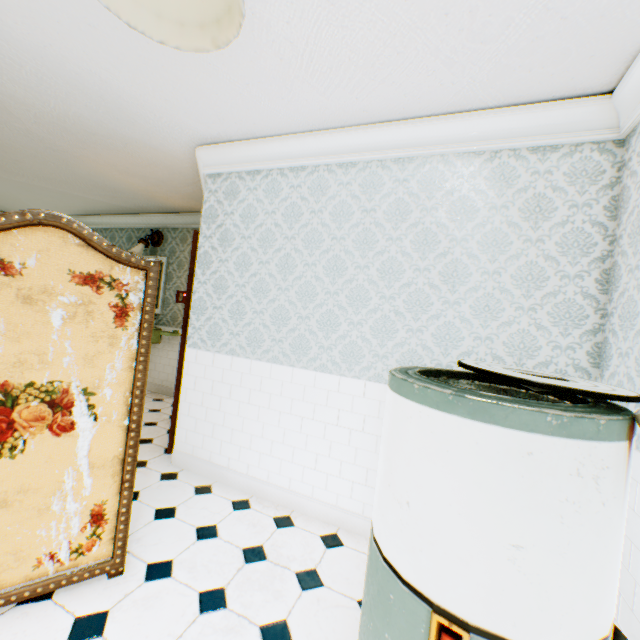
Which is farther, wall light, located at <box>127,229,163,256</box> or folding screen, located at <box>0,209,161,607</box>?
wall light, located at <box>127,229,163,256</box>

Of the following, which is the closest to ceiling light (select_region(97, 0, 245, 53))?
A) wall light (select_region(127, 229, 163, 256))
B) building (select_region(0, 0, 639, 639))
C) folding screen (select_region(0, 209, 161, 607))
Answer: building (select_region(0, 0, 639, 639))

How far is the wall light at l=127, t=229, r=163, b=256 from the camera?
5.5 meters

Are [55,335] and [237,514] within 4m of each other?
yes

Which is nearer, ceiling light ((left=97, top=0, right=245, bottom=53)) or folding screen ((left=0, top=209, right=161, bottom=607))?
ceiling light ((left=97, top=0, right=245, bottom=53))

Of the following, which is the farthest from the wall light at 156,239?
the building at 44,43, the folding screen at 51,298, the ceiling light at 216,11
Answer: the ceiling light at 216,11

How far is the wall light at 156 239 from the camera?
5.5 meters
